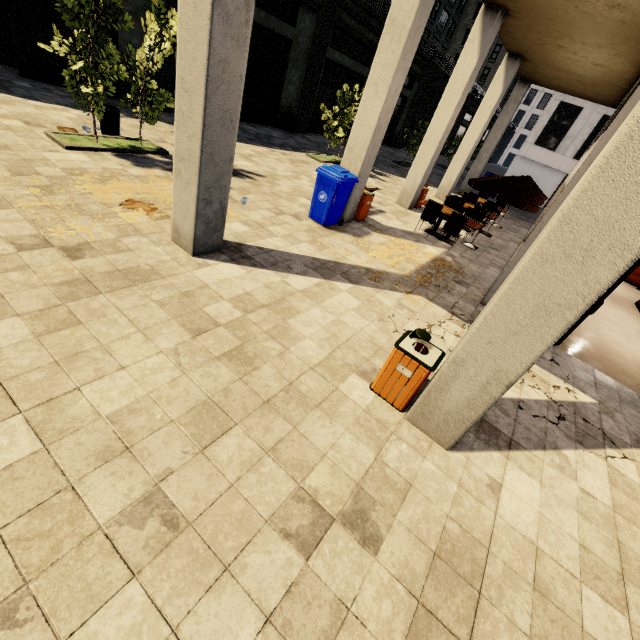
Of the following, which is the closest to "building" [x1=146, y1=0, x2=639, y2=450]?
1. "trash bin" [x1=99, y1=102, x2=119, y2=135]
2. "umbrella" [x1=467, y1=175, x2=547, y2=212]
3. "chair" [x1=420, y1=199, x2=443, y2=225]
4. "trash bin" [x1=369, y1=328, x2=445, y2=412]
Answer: "trash bin" [x1=369, y1=328, x2=445, y2=412]

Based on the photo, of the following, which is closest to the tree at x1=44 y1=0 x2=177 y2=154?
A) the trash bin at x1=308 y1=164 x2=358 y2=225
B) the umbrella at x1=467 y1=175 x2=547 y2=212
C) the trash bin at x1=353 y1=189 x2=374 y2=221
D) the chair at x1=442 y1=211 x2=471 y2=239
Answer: the trash bin at x1=308 y1=164 x2=358 y2=225

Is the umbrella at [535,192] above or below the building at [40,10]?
above

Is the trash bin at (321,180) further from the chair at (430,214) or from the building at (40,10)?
the chair at (430,214)

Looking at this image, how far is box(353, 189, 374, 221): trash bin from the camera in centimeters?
910cm

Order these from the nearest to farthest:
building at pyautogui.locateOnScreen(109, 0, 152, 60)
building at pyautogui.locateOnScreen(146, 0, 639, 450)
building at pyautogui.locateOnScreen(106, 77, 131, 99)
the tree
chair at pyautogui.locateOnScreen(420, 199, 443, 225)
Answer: building at pyautogui.locateOnScreen(146, 0, 639, 450) < the tree < chair at pyautogui.locateOnScreen(420, 199, 443, 225) < building at pyautogui.locateOnScreen(109, 0, 152, 60) < building at pyautogui.locateOnScreen(106, 77, 131, 99)

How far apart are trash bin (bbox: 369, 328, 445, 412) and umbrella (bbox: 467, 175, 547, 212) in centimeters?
745cm

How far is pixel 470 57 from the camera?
9.91m
